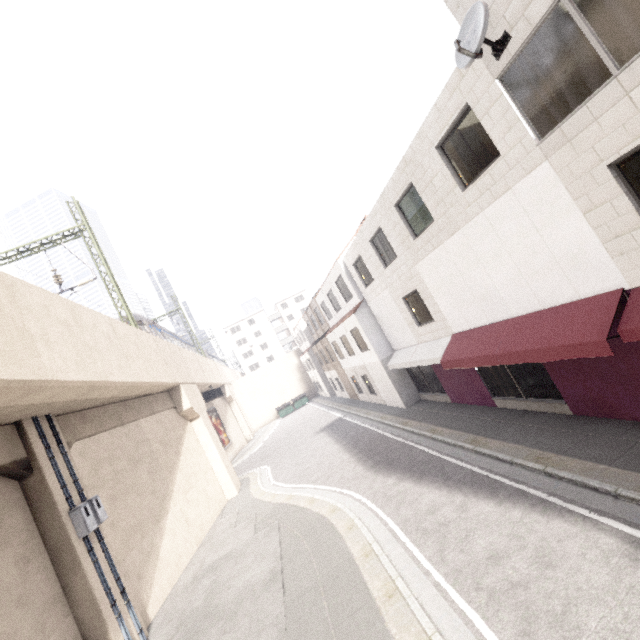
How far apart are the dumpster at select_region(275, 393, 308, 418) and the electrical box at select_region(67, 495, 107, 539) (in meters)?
33.24

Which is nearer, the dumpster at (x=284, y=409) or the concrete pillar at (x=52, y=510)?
the concrete pillar at (x=52, y=510)

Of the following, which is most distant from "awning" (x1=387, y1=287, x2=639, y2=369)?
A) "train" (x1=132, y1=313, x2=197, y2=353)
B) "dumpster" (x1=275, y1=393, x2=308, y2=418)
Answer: "dumpster" (x1=275, y1=393, x2=308, y2=418)

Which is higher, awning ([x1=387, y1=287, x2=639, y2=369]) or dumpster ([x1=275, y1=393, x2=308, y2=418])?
awning ([x1=387, y1=287, x2=639, y2=369])

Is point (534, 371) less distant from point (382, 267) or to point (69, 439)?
point (382, 267)

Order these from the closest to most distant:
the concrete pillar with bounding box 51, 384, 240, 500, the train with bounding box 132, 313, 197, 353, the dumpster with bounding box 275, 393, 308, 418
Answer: the concrete pillar with bounding box 51, 384, 240, 500
the train with bounding box 132, 313, 197, 353
the dumpster with bounding box 275, 393, 308, 418

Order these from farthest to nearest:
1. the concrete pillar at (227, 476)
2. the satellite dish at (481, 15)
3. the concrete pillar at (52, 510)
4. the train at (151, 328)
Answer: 1. the train at (151, 328)
2. the concrete pillar at (227, 476)
3. the concrete pillar at (52, 510)
4. the satellite dish at (481, 15)

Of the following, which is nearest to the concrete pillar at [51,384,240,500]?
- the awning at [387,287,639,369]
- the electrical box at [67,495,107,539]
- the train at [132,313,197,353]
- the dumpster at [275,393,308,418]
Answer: the electrical box at [67,495,107,539]
